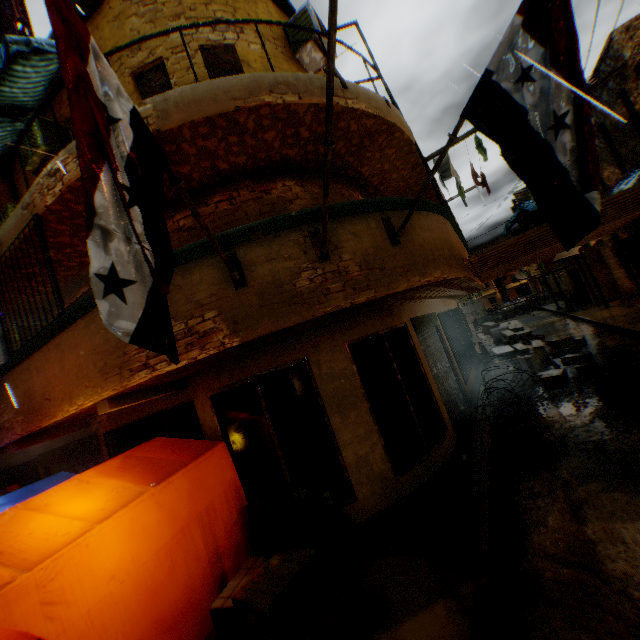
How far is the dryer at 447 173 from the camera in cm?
861

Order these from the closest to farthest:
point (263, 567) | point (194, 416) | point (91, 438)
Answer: → point (263, 567) → point (194, 416) → point (91, 438)

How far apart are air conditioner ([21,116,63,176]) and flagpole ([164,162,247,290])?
4.6 meters

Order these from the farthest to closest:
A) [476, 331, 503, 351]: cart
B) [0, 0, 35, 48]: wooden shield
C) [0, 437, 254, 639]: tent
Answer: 1. [476, 331, 503, 351]: cart
2. [0, 0, 35, 48]: wooden shield
3. [0, 437, 254, 639]: tent

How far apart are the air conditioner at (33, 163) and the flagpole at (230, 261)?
4.6m

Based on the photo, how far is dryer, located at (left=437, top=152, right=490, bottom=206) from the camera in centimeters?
861cm

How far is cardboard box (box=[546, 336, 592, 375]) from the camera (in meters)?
9.58
